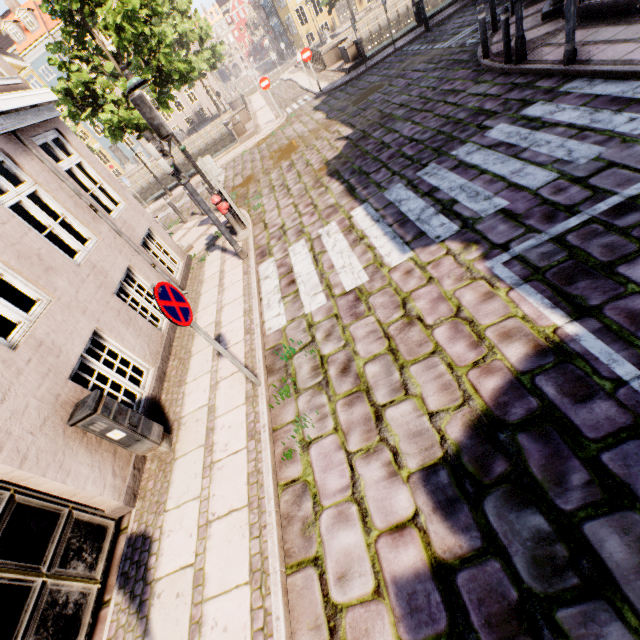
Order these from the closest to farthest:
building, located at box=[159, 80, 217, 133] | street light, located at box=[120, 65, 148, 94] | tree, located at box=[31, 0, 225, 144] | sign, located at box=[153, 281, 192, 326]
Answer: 1. sign, located at box=[153, 281, 192, 326]
2. street light, located at box=[120, 65, 148, 94]
3. tree, located at box=[31, 0, 225, 144]
4. building, located at box=[159, 80, 217, 133]

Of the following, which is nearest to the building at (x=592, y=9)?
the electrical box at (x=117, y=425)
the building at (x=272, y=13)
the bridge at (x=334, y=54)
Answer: the electrical box at (x=117, y=425)

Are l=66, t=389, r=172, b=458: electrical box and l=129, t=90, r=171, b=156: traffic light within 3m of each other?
no

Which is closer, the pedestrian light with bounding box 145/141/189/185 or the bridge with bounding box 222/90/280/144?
the pedestrian light with bounding box 145/141/189/185

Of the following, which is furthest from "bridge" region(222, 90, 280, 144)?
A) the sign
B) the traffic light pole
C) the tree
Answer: the sign

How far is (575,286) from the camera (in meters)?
3.42

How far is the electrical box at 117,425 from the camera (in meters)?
3.76

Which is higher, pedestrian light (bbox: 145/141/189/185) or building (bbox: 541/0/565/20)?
pedestrian light (bbox: 145/141/189/185)
